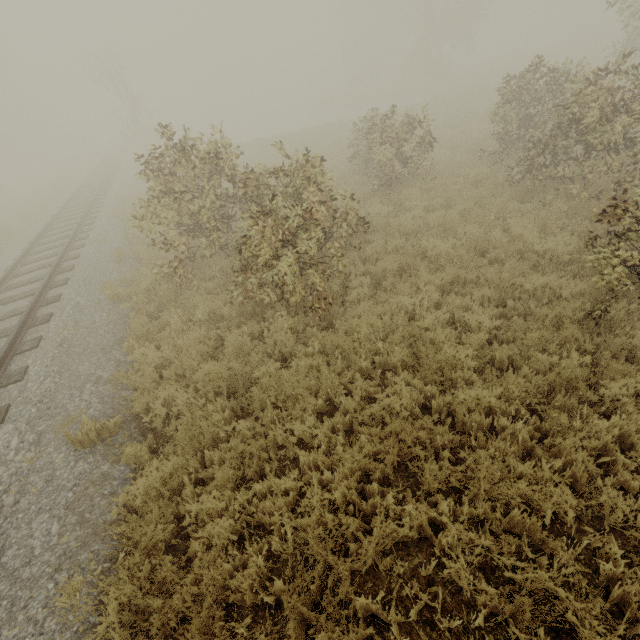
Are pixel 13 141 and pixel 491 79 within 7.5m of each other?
no
